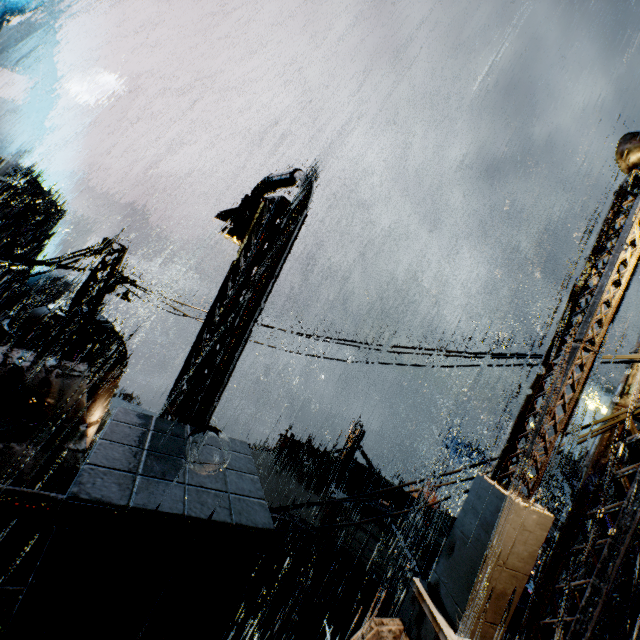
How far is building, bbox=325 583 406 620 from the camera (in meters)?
11.52

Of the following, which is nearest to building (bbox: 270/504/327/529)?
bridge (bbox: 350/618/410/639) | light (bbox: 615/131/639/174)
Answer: bridge (bbox: 350/618/410/639)

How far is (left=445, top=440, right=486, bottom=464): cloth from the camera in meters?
29.1

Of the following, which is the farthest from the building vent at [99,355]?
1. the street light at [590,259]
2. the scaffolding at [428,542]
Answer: the scaffolding at [428,542]

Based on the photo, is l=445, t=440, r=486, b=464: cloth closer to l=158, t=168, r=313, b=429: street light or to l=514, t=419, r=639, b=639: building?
l=514, t=419, r=639, b=639: building

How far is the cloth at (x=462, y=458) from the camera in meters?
29.1

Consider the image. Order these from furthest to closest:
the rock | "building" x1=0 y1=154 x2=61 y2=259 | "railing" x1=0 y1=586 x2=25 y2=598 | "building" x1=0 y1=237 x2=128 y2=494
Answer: the rock, "building" x1=0 y1=154 x2=61 y2=259, "building" x1=0 y1=237 x2=128 y2=494, "railing" x1=0 y1=586 x2=25 y2=598

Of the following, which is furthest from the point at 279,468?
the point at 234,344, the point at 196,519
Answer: the point at 196,519
